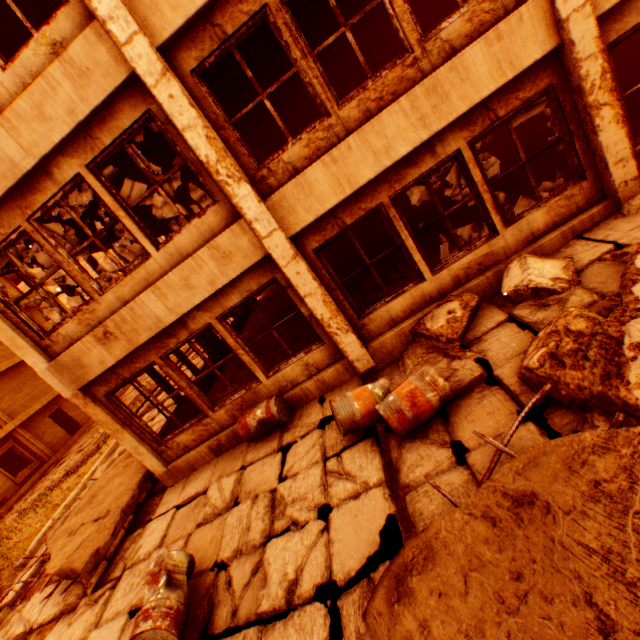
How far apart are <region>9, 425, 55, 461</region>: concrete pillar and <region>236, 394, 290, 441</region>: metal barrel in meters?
20.9

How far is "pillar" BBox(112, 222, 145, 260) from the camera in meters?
9.9 m

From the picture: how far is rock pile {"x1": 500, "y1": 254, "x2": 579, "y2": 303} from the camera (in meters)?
4.49

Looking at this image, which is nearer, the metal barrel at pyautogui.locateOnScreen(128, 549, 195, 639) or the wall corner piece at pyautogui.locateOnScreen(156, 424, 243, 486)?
the metal barrel at pyautogui.locateOnScreen(128, 549, 195, 639)

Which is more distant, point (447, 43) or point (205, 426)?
point (205, 426)

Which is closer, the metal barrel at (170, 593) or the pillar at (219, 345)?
the metal barrel at (170, 593)

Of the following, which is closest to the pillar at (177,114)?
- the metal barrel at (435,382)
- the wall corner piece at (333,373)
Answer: the wall corner piece at (333,373)

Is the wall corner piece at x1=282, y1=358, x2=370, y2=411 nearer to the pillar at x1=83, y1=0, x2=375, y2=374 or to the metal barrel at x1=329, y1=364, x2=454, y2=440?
the pillar at x1=83, y1=0, x2=375, y2=374
